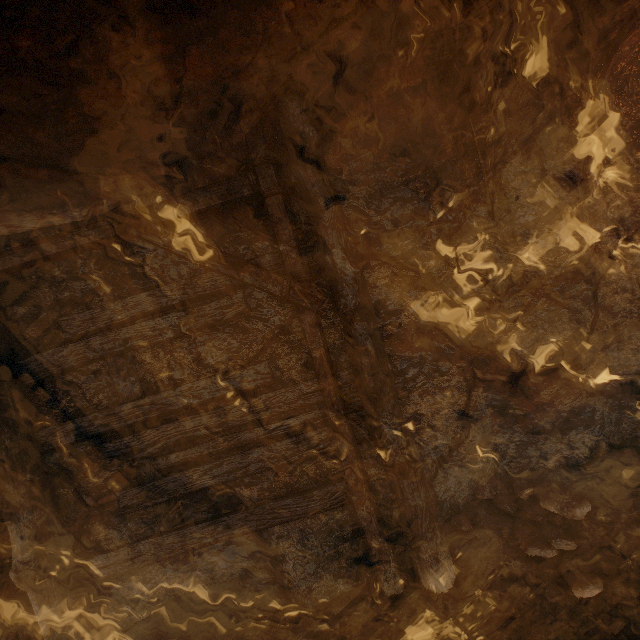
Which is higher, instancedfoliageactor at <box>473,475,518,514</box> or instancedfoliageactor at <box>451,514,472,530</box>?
instancedfoliageactor at <box>473,475,518,514</box>

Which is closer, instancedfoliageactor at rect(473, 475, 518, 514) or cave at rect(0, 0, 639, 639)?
cave at rect(0, 0, 639, 639)

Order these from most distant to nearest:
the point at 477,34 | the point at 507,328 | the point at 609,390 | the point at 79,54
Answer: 1. the point at 609,390
2. the point at 507,328
3. the point at 477,34
4. the point at 79,54

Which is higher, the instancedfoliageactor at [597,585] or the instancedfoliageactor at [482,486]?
the instancedfoliageactor at [482,486]

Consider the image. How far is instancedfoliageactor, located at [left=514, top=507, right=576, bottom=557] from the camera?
2.89m

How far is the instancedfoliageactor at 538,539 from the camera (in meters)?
2.89

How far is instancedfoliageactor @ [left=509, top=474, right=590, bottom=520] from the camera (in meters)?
3.20
